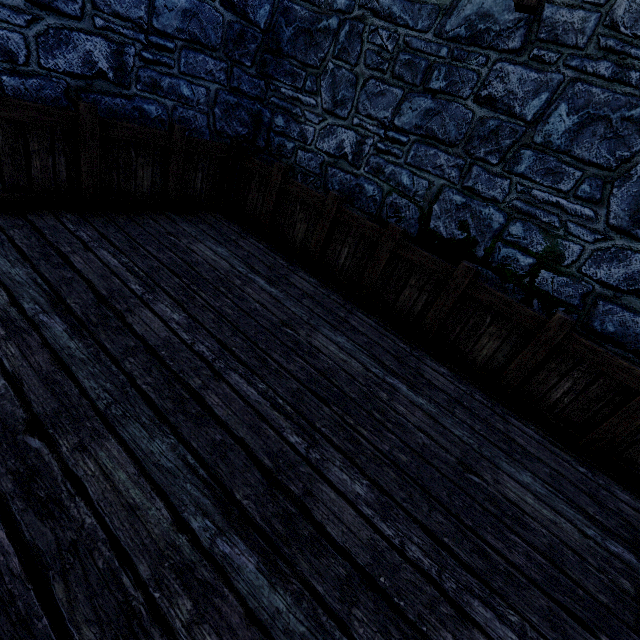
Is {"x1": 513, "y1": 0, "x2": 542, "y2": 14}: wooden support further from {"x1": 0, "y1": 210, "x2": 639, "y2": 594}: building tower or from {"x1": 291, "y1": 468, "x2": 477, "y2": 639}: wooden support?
{"x1": 291, "y1": 468, "x2": 477, "y2": 639}: wooden support

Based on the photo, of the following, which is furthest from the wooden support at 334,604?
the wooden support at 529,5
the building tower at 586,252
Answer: the wooden support at 529,5

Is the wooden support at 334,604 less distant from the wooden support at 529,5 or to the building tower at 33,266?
the building tower at 33,266

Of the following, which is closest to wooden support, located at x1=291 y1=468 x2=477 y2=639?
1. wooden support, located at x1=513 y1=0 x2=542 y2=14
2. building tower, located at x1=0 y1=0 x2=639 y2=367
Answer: building tower, located at x1=0 y1=0 x2=639 y2=367

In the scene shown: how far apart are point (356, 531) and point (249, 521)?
0.6 meters
